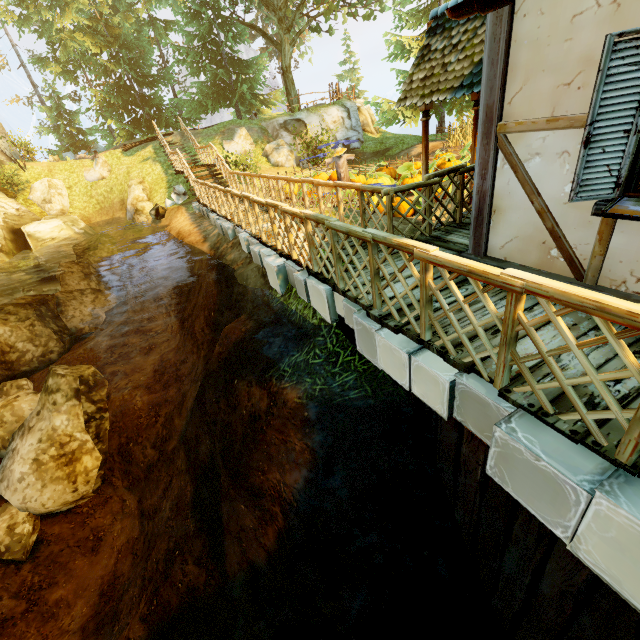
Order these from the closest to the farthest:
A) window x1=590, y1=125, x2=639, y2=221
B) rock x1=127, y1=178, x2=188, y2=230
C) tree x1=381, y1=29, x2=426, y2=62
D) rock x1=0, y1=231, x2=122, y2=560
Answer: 1. window x1=590, y1=125, x2=639, y2=221
2. rock x1=0, y1=231, x2=122, y2=560
3. rock x1=127, y1=178, x2=188, y2=230
4. tree x1=381, y1=29, x2=426, y2=62

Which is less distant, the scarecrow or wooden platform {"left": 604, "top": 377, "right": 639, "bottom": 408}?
wooden platform {"left": 604, "top": 377, "right": 639, "bottom": 408}

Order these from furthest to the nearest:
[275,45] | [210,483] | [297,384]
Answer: [275,45] < [210,483] < [297,384]

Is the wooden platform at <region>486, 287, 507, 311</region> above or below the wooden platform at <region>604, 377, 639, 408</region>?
above

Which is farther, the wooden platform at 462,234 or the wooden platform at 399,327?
the wooden platform at 462,234

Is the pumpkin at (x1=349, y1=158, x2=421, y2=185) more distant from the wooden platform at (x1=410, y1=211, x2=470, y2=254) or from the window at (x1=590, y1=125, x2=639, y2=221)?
→ the window at (x1=590, y1=125, x2=639, y2=221)

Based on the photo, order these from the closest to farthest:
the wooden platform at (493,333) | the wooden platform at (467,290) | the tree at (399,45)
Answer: the wooden platform at (493,333) → the wooden platform at (467,290) → the tree at (399,45)

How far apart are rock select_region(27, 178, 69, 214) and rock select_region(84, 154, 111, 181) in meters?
1.2
